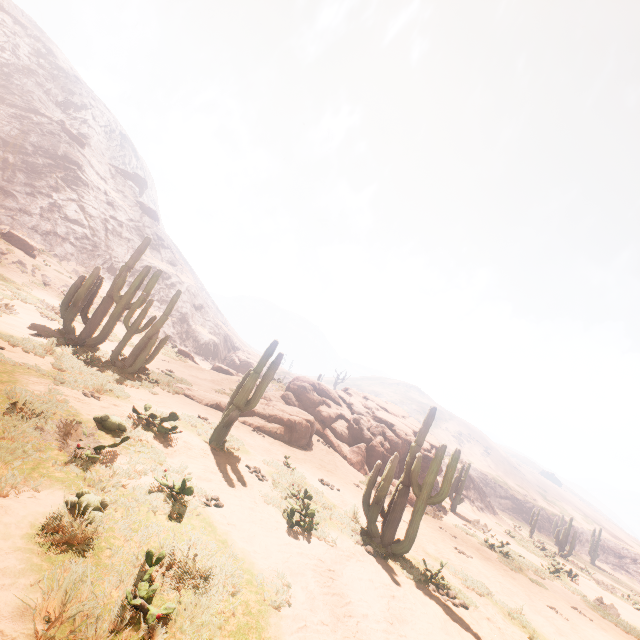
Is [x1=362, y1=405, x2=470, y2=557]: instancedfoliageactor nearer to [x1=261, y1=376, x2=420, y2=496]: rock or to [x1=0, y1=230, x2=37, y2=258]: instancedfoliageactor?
[x1=261, y1=376, x2=420, y2=496]: rock

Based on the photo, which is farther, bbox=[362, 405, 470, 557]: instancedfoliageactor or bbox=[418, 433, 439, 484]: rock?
bbox=[418, 433, 439, 484]: rock

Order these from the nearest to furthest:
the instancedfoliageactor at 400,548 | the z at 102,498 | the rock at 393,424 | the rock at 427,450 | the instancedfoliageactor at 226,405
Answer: the z at 102,498 < the instancedfoliageactor at 400,548 < the instancedfoliageactor at 226,405 < the rock at 393,424 < the rock at 427,450

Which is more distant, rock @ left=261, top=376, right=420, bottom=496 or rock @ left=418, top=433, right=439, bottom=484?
rock @ left=418, top=433, right=439, bottom=484

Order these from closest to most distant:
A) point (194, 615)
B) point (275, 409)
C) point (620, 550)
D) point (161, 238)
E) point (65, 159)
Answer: point (194, 615) < point (275, 409) < point (65, 159) < point (620, 550) < point (161, 238)

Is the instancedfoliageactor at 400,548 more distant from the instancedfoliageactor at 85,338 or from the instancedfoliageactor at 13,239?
the instancedfoliageactor at 13,239

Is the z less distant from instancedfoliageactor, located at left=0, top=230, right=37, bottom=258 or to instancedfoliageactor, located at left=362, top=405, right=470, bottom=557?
instancedfoliageactor, located at left=0, top=230, right=37, bottom=258

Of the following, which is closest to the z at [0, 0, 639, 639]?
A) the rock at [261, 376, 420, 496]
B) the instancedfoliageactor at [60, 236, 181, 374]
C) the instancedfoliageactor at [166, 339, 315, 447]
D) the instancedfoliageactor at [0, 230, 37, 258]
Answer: the instancedfoliageactor at [0, 230, 37, 258]
